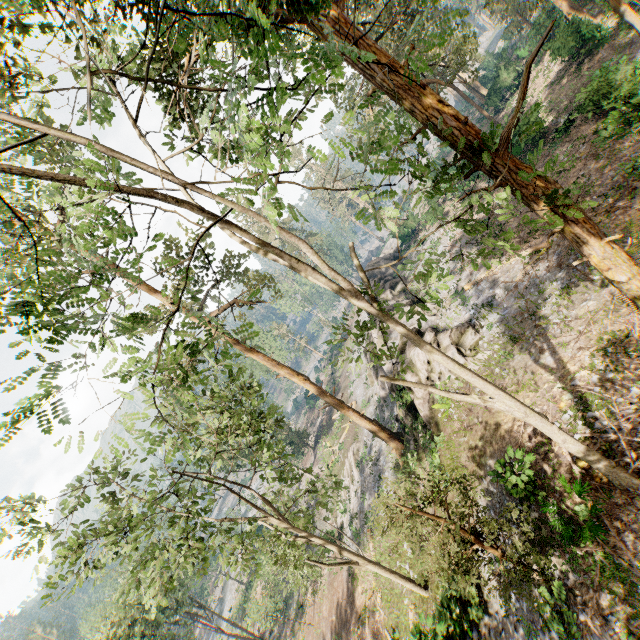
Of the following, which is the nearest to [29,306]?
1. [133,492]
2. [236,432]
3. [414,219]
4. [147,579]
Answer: [236,432]

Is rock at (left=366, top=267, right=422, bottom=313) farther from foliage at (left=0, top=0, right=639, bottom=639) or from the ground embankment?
the ground embankment

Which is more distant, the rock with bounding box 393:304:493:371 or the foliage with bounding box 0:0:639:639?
the rock with bounding box 393:304:493:371

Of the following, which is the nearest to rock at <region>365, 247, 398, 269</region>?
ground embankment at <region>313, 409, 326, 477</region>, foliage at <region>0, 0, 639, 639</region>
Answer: foliage at <region>0, 0, 639, 639</region>

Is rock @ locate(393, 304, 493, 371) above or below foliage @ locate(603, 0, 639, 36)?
below

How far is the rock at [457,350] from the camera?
17.8 meters

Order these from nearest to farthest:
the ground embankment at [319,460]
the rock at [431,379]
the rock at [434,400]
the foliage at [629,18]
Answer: the foliage at [629,18] → the rock at [431,379] → the rock at [434,400] → the ground embankment at [319,460]
